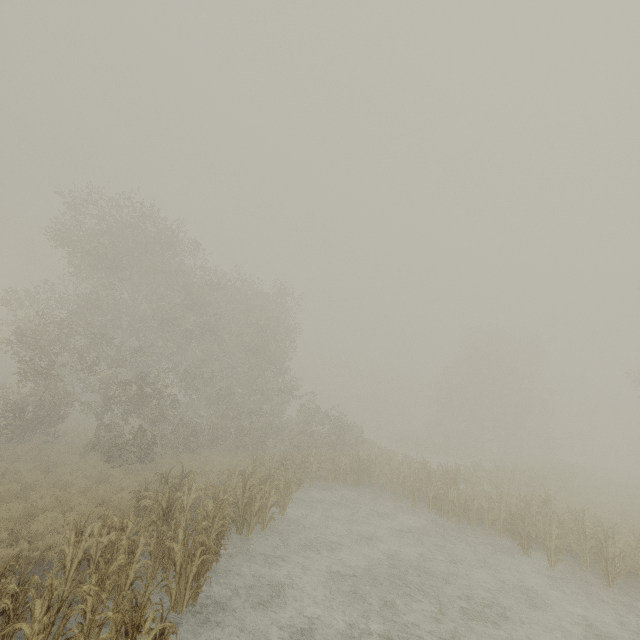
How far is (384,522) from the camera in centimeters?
1389cm
